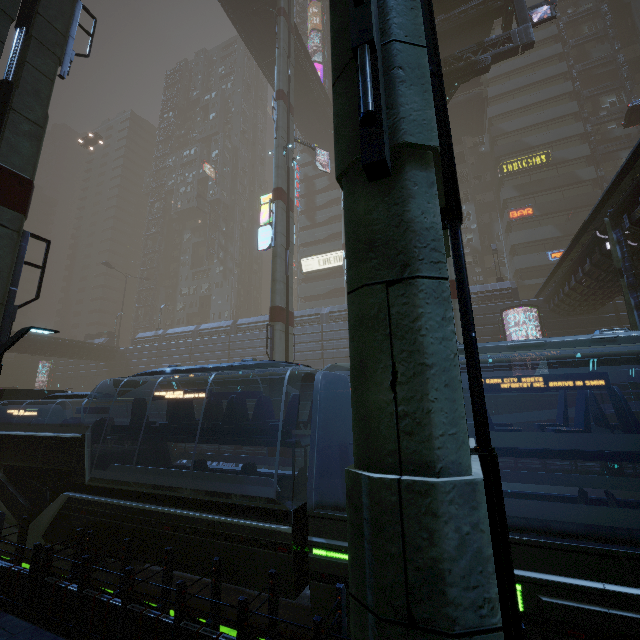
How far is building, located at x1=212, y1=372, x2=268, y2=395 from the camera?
35.1 meters

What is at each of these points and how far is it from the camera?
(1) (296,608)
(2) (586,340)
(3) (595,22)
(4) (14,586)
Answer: (1) train rail, 7.06m
(2) train, 5.69m
(3) building, 41.59m
(4) building, 6.64m

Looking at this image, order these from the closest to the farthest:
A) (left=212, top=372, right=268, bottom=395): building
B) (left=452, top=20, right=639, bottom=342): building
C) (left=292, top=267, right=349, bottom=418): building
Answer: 1. (left=452, top=20, right=639, bottom=342): building
2. (left=292, top=267, right=349, bottom=418): building
3. (left=212, top=372, right=268, bottom=395): building

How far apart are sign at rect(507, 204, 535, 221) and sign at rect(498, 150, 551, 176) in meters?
4.3

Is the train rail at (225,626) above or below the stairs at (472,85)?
below

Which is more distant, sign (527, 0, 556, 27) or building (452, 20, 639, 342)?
sign (527, 0, 556, 27)

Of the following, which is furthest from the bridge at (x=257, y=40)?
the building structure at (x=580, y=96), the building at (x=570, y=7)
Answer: the building structure at (x=580, y=96)
